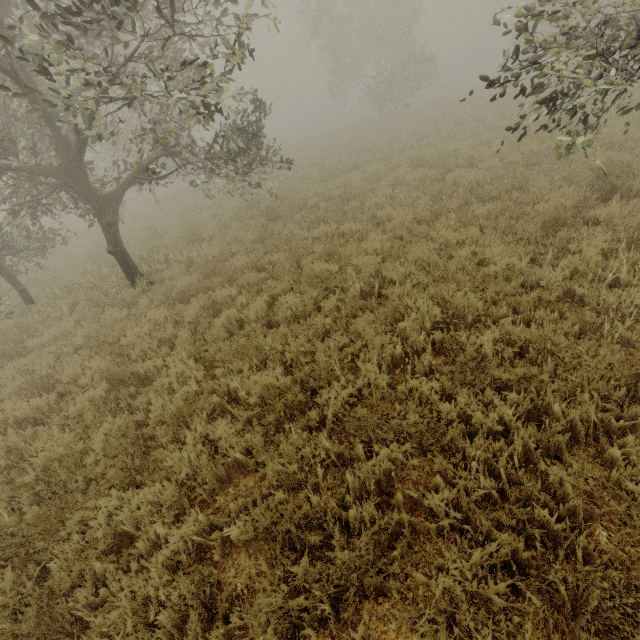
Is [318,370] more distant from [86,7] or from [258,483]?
[86,7]

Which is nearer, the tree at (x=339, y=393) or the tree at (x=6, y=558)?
the tree at (x=6, y=558)

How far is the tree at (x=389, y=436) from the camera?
3.0m

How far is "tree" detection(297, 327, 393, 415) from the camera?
3.7m

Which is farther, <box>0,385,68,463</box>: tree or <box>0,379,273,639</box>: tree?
<box>0,385,68,463</box>: tree

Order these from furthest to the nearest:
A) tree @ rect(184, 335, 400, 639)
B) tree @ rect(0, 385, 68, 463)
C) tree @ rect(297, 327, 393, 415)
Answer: tree @ rect(0, 385, 68, 463) < tree @ rect(297, 327, 393, 415) < tree @ rect(184, 335, 400, 639)
